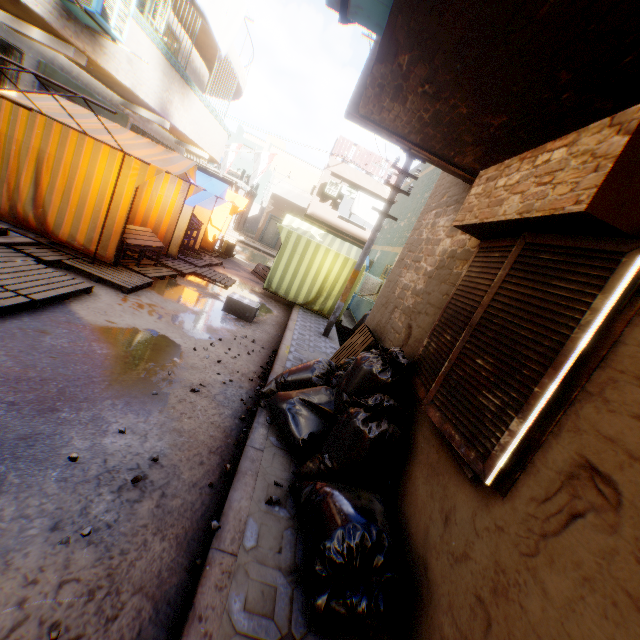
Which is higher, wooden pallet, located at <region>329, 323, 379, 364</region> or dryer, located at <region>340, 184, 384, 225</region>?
dryer, located at <region>340, 184, 384, 225</region>

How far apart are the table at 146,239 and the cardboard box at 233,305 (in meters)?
1.26

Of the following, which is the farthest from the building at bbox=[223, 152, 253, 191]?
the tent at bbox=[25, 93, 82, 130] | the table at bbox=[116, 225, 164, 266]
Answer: the table at bbox=[116, 225, 164, 266]

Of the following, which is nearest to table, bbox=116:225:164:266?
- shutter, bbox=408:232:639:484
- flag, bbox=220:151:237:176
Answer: flag, bbox=220:151:237:176

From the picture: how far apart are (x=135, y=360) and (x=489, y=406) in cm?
401

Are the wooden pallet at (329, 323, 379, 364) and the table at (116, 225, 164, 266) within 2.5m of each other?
no

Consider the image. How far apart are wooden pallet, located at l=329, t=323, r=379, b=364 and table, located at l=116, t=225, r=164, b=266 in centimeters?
385cm

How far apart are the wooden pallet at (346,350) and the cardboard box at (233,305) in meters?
1.8
